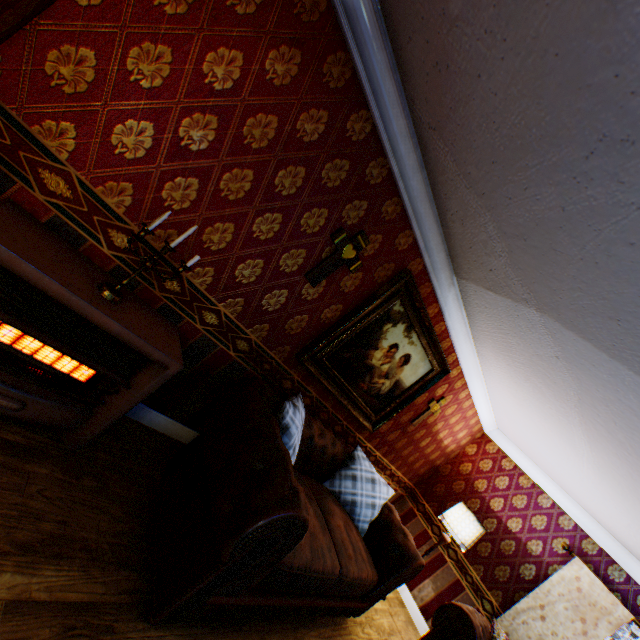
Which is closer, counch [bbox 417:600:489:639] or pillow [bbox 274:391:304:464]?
pillow [bbox 274:391:304:464]

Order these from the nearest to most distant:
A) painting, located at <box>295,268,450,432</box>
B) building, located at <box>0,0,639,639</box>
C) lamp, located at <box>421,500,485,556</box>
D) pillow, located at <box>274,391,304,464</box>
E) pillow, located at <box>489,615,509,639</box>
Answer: building, located at <box>0,0,639,639</box> → pillow, located at <box>274,391,304,464</box> → painting, located at <box>295,268,450,432</box> → pillow, located at <box>489,615,509,639</box> → lamp, located at <box>421,500,485,556</box>

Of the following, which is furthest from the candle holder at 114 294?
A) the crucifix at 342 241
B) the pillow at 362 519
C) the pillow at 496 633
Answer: the pillow at 496 633

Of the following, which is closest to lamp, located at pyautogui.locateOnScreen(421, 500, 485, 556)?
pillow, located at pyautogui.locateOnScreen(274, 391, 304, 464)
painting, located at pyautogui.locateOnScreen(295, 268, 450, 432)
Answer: painting, located at pyautogui.locateOnScreen(295, 268, 450, 432)

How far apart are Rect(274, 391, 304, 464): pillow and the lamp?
3.2 meters

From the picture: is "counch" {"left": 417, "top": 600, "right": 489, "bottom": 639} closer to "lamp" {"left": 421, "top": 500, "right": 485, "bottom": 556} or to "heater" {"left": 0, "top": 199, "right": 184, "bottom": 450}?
"lamp" {"left": 421, "top": 500, "right": 485, "bottom": 556}

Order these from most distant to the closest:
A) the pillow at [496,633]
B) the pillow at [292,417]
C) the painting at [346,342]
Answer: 1. the pillow at [496,633]
2. the painting at [346,342]
3. the pillow at [292,417]

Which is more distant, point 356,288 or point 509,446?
point 509,446
